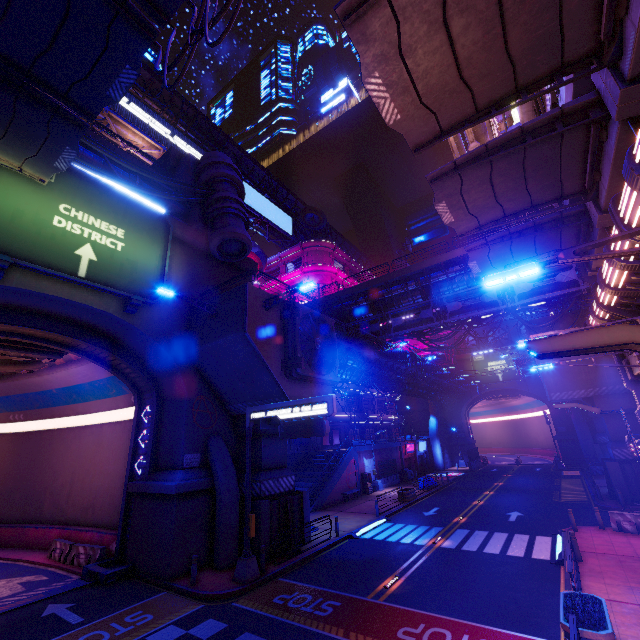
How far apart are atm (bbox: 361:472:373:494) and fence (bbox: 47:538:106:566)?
23.0 meters

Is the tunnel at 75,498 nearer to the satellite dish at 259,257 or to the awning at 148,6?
the awning at 148,6

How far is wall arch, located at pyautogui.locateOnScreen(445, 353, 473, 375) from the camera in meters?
57.5

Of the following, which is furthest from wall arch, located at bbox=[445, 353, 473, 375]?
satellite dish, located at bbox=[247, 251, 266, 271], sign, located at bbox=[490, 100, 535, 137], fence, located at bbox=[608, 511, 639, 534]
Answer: sign, located at bbox=[490, 100, 535, 137]

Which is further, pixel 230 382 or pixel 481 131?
pixel 481 131

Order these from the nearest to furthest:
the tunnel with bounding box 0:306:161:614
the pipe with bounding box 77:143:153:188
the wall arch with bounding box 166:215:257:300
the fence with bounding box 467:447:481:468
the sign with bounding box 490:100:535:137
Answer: the sign with bounding box 490:100:535:137, the tunnel with bounding box 0:306:161:614, the pipe with bounding box 77:143:153:188, the wall arch with bounding box 166:215:257:300, the fence with bounding box 467:447:481:468

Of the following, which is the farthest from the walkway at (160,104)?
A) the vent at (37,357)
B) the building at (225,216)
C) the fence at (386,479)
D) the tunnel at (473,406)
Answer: the tunnel at (473,406)

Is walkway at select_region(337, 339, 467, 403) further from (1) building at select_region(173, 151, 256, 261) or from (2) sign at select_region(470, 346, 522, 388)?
(1) building at select_region(173, 151, 256, 261)
